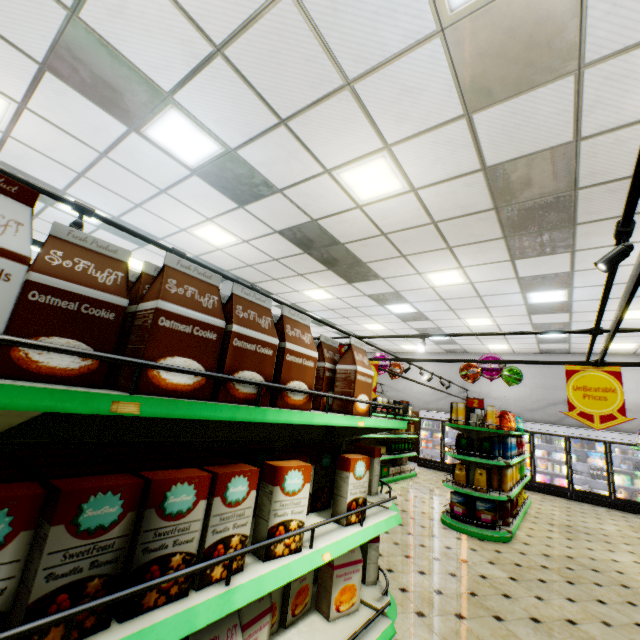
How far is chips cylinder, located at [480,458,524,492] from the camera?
6.4m

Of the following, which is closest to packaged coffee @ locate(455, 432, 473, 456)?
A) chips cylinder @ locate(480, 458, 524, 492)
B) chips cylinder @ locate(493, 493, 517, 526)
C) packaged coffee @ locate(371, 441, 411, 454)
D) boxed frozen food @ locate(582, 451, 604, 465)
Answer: chips cylinder @ locate(480, 458, 524, 492)

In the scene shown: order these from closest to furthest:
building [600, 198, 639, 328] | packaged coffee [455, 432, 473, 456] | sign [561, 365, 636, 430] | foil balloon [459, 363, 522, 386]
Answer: sign [561, 365, 636, 430] < building [600, 198, 639, 328] < packaged coffee [455, 432, 473, 456] < foil balloon [459, 363, 522, 386]

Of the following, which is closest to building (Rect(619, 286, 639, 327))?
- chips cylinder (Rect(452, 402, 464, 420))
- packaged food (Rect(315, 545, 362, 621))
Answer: packaged food (Rect(315, 545, 362, 621))

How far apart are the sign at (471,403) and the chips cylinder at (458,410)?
0.1 meters

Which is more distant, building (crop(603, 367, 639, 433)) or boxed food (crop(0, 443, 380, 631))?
building (crop(603, 367, 639, 433))

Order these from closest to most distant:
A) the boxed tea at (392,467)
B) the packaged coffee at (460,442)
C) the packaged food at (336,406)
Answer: the packaged food at (336,406), the packaged coffee at (460,442), the boxed tea at (392,467)

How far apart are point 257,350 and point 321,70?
3.1 meters
